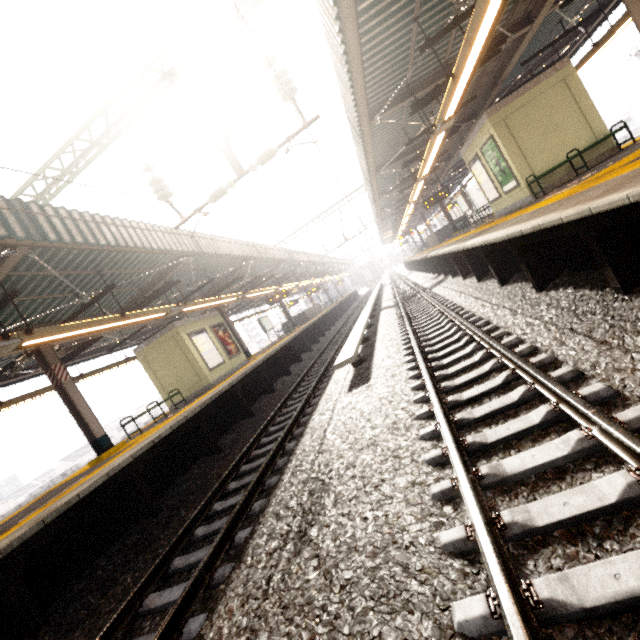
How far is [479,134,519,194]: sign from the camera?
9.8 meters

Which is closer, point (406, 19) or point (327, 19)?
point (327, 19)

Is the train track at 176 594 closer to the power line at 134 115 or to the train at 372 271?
the power line at 134 115

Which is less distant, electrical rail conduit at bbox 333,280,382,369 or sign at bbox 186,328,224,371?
electrical rail conduit at bbox 333,280,382,369

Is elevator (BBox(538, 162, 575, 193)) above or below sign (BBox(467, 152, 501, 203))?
below

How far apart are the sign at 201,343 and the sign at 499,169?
12.5 meters

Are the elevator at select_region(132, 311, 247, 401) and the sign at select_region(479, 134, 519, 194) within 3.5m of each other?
no

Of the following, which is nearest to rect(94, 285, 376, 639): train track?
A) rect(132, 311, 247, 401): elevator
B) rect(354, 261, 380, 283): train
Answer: rect(132, 311, 247, 401): elevator
